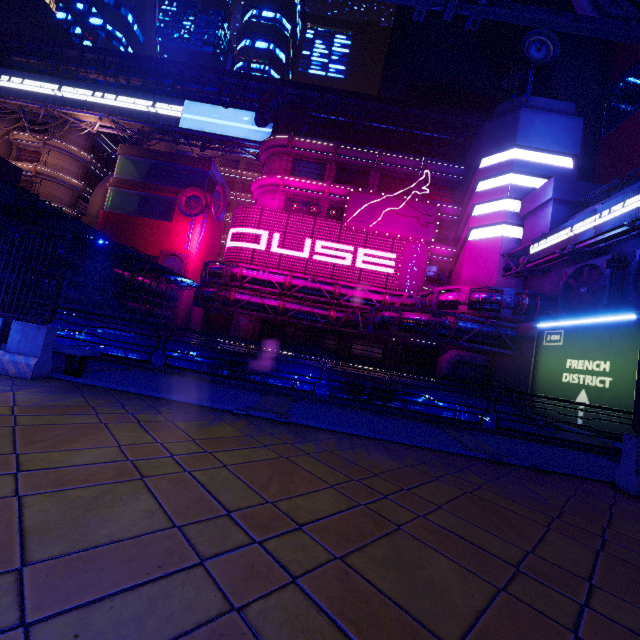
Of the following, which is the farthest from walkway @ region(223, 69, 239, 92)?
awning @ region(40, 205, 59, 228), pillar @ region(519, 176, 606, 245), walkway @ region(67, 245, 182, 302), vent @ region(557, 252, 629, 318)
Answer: awning @ region(40, 205, 59, 228)

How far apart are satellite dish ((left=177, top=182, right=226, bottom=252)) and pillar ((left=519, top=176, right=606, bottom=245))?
36.2m

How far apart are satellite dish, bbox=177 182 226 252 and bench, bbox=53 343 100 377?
38.9m

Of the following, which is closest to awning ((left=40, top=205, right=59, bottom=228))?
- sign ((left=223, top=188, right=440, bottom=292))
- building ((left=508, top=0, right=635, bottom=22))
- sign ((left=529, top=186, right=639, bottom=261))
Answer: sign ((left=223, top=188, right=440, bottom=292))

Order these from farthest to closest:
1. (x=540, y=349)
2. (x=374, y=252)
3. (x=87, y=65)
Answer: (x=87, y=65)
(x=374, y=252)
(x=540, y=349)

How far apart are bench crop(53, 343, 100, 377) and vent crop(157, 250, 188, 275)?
37.13m

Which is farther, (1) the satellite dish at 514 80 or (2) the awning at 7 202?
(1) the satellite dish at 514 80

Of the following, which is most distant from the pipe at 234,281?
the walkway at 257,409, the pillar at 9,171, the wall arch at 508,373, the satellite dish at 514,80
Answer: the satellite dish at 514,80
